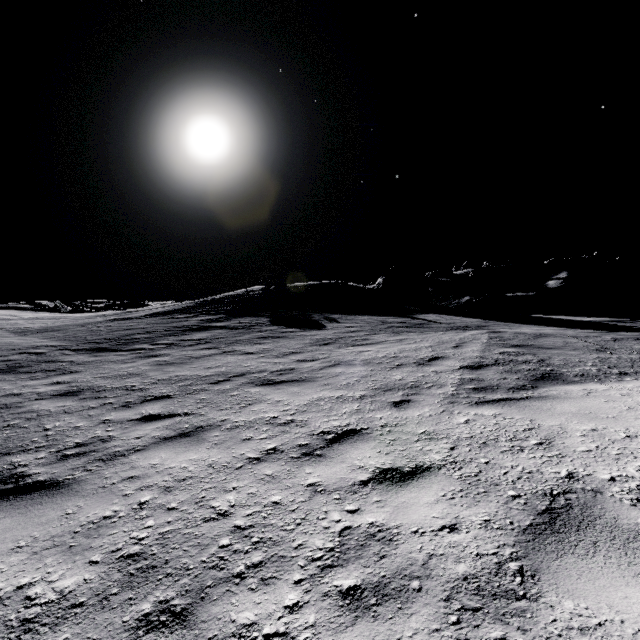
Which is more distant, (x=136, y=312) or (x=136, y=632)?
(x=136, y=312)

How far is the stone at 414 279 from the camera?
26.6m

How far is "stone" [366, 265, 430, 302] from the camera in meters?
26.6
